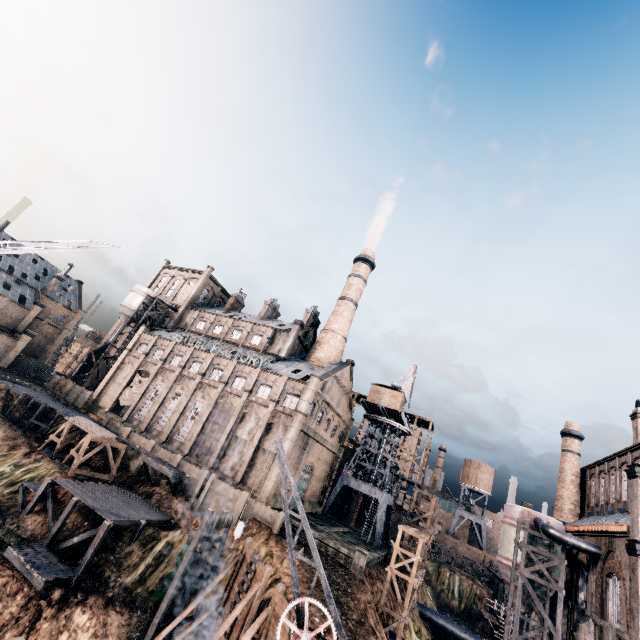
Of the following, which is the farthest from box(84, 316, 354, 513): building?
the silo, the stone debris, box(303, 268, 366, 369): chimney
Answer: the stone debris

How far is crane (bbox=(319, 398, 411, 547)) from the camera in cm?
4700

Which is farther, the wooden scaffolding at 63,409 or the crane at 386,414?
the crane at 386,414

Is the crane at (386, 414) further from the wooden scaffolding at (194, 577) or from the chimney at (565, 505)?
the chimney at (565, 505)

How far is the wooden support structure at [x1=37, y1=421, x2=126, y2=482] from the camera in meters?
35.0 m

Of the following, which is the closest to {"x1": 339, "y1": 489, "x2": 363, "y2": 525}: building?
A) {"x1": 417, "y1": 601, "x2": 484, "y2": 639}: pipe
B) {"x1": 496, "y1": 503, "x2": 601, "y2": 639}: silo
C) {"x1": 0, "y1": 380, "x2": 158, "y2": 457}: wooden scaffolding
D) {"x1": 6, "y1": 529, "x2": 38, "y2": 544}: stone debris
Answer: {"x1": 496, "y1": 503, "x2": 601, "y2": 639}: silo

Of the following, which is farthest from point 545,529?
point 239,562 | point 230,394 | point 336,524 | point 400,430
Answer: point 230,394

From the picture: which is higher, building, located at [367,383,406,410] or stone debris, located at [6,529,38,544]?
building, located at [367,383,406,410]
